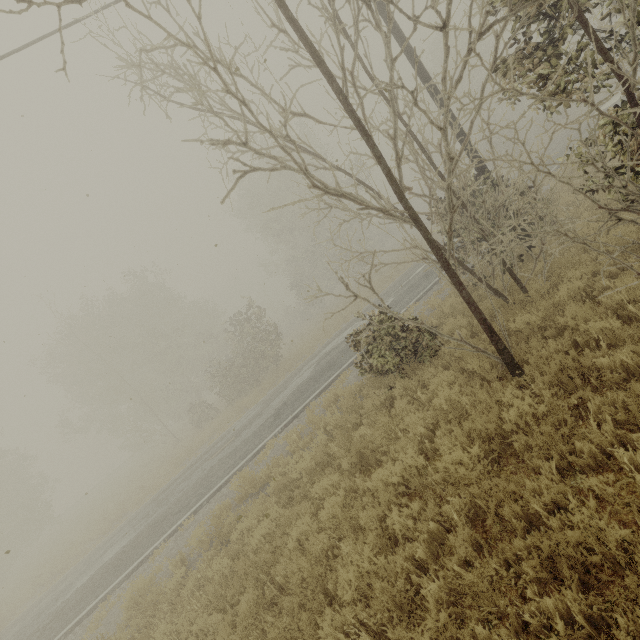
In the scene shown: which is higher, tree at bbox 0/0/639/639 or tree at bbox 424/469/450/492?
tree at bbox 0/0/639/639

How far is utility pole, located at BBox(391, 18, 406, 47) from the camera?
8.34m

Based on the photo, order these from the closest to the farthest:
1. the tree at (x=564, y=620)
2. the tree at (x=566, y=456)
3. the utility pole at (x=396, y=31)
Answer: the tree at (x=564, y=620)
the tree at (x=566, y=456)
the utility pole at (x=396, y=31)

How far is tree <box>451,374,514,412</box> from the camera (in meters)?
5.02

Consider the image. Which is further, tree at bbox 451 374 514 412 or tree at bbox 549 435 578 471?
tree at bbox 451 374 514 412

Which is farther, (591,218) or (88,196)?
(88,196)

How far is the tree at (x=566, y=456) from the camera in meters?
3.8
